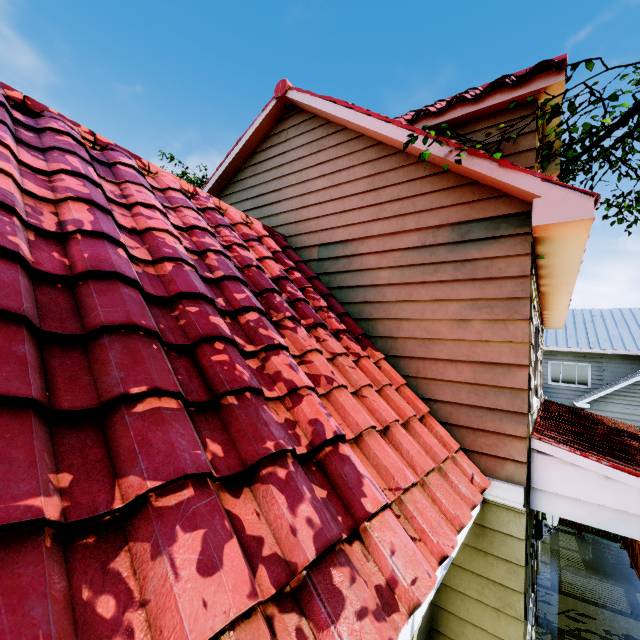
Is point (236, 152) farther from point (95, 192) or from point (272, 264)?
point (95, 192)
